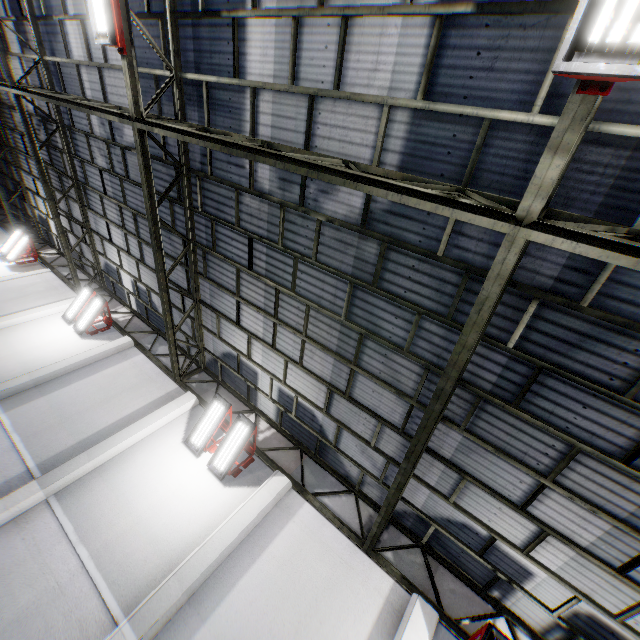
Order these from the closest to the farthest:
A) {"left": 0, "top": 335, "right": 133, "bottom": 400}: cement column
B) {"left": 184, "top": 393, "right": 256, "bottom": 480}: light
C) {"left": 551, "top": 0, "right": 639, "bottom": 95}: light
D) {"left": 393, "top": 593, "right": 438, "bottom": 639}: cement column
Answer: {"left": 551, "top": 0, "right": 639, "bottom": 95}: light → {"left": 393, "top": 593, "right": 438, "bottom": 639}: cement column → {"left": 184, "top": 393, "right": 256, "bottom": 480}: light → {"left": 0, "top": 335, "right": 133, "bottom": 400}: cement column

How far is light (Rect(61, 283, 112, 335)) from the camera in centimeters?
1212cm

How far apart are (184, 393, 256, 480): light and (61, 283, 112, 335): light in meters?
7.4

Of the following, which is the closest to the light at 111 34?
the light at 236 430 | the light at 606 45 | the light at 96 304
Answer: the light at 606 45

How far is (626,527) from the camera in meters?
4.7

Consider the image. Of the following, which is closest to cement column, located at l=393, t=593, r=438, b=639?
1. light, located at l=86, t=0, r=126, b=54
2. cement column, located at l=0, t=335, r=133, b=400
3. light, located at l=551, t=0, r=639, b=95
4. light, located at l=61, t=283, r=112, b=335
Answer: light, located at l=551, t=0, r=639, b=95

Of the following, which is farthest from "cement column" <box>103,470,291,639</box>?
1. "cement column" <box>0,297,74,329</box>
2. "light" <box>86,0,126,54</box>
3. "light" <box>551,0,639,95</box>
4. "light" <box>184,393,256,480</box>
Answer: "cement column" <box>0,297,74,329</box>

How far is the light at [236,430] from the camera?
8.3 meters
